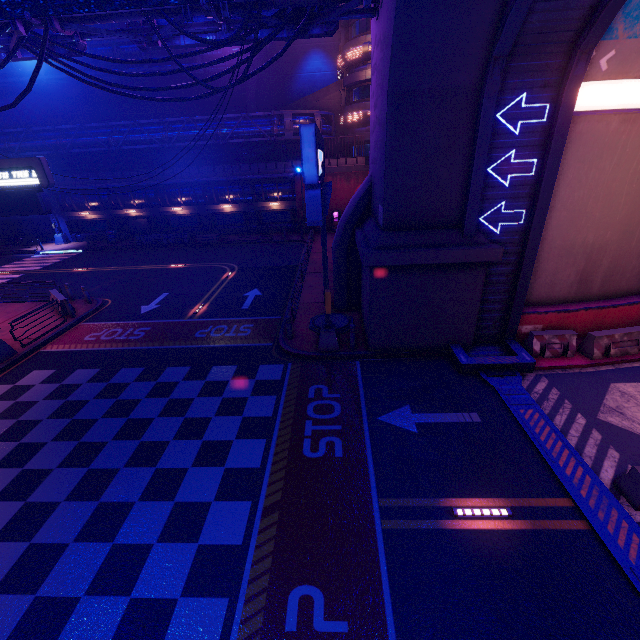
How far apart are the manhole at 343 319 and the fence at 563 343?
6.5m

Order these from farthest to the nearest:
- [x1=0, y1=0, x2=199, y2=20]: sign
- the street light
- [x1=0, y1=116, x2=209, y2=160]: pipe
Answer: the street light → [x1=0, y1=116, x2=209, y2=160]: pipe → [x1=0, y1=0, x2=199, y2=20]: sign

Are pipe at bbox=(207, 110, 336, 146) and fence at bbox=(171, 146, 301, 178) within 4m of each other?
yes

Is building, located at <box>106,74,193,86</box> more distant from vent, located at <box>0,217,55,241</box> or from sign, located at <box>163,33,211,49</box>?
sign, located at <box>163,33,211,49</box>

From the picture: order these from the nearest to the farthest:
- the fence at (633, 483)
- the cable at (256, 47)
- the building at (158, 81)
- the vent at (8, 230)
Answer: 1. the fence at (633, 483)
2. the cable at (256, 47)
3. the vent at (8, 230)
4. the building at (158, 81)

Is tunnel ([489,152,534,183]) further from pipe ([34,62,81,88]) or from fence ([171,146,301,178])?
fence ([171,146,301,178])

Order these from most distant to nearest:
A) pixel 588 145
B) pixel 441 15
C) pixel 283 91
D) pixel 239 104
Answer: pixel 239 104
pixel 283 91
pixel 588 145
pixel 441 15

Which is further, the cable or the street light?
the street light
